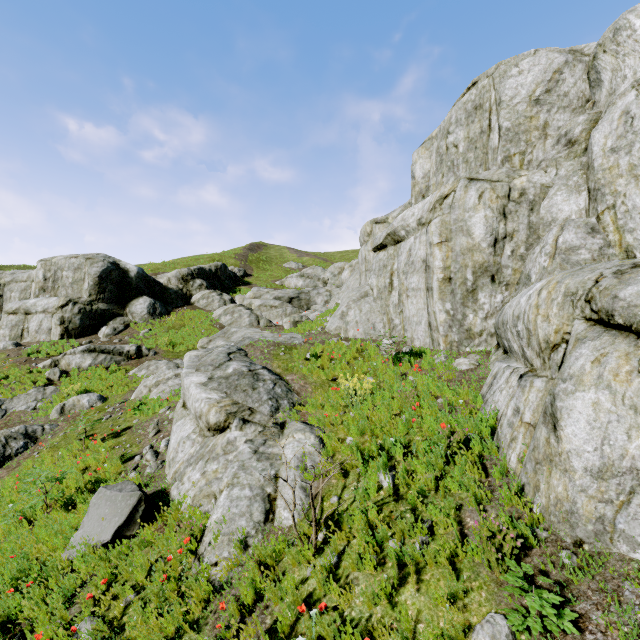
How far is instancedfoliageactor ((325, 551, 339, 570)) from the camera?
3.9 meters

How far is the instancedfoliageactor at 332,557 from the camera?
3.91m

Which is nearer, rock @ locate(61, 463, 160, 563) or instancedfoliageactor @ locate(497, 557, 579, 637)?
instancedfoliageactor @ locate(497, 557, 579, 637)

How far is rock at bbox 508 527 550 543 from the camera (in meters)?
3.22

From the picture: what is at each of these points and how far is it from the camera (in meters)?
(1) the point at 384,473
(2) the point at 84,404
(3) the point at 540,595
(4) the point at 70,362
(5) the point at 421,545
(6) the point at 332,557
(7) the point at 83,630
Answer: (1) rock, 4.93
(2) rock, 14.41
(3) instancedfoliageactor, 2.74
(4) rock, 18.31
(5) rock, 3.85
(6) instancedfoliageactor, 4.02
(7) rock, 4.24

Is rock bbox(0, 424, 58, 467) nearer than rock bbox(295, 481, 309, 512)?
No

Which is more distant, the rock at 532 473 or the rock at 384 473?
the rock at 384 473
